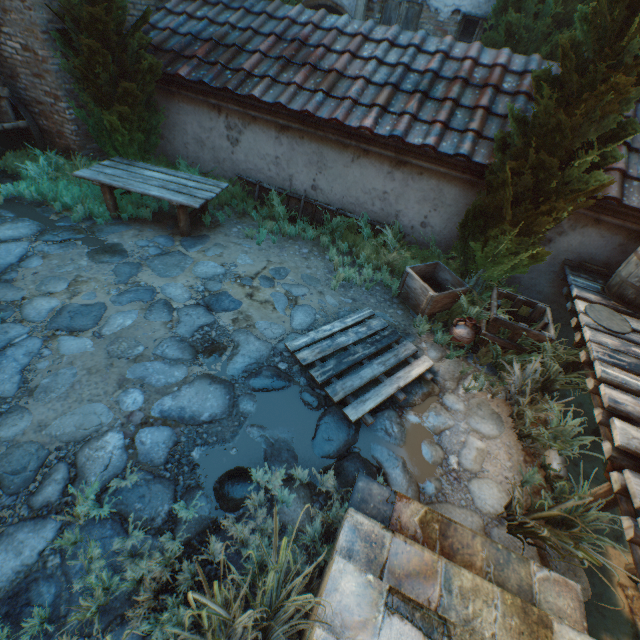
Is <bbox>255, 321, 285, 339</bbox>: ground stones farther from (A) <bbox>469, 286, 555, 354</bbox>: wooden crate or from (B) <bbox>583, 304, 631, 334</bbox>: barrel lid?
(B) <bbox>583, 304, 631, 334</bbox>: barrel lid

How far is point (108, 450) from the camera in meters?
3.0 m

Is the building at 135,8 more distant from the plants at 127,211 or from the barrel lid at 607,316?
the barrel lid at 607,316

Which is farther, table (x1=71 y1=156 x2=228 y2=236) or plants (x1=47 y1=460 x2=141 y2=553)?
table (x1=71 y1=156 x2=228 y2=236)

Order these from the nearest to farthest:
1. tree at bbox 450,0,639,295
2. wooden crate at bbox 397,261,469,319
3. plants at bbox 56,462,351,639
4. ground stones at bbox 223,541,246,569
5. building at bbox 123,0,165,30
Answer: plants at bbox 56,462,351,639, ground stones at bbox 223,541,246,569, tree at bbox 450,0,639,295, wooden crate at bbox 397,261,469,319, building at bbox 123,0,165,30

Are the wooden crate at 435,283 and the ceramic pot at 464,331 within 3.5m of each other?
yes

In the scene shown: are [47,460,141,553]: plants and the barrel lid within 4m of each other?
no

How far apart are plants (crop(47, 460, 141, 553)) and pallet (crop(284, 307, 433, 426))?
1.94m
